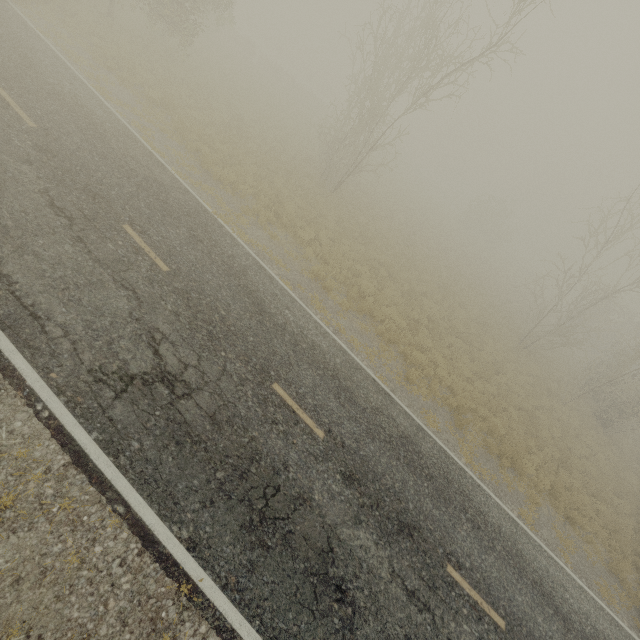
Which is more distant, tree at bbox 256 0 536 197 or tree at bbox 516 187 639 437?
tree at bbox 516 187 639 437

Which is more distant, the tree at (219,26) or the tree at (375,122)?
the tree at (219,26)

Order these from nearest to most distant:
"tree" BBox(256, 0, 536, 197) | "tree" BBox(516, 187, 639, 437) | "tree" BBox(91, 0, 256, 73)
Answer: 1. "tree" BBox(256, 0, 536, 197)
2. "tree" BBox(91, 0, 256, 73)
3. "tree" BBox(516, 187, 639, 437)

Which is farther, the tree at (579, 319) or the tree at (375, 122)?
the tree at (579, 319)

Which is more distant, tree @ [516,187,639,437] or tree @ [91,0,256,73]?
tree @ [516,187,639,437]

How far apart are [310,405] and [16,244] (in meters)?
7.26
